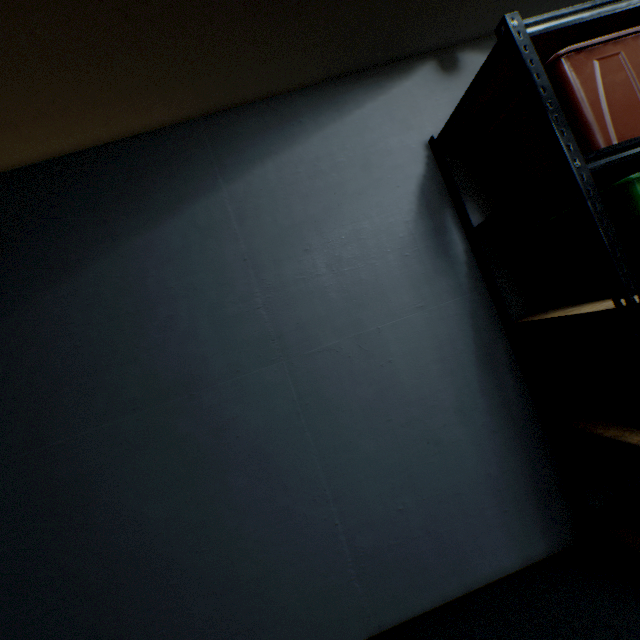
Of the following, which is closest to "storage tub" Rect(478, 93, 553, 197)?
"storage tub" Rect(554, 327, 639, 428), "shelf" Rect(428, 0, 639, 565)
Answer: "shelf" Rect(428, 0, 639, 565)

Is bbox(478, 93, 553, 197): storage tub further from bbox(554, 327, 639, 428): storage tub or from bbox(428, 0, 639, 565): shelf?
bbox(554, 327, 639, 428): storage tub

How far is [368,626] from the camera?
1.4 meters

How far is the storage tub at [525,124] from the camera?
1.23m

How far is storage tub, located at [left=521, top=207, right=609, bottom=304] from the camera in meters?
1.2 m

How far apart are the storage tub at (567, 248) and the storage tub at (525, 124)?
0.13m

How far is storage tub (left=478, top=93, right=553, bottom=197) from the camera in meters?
1.2 m
